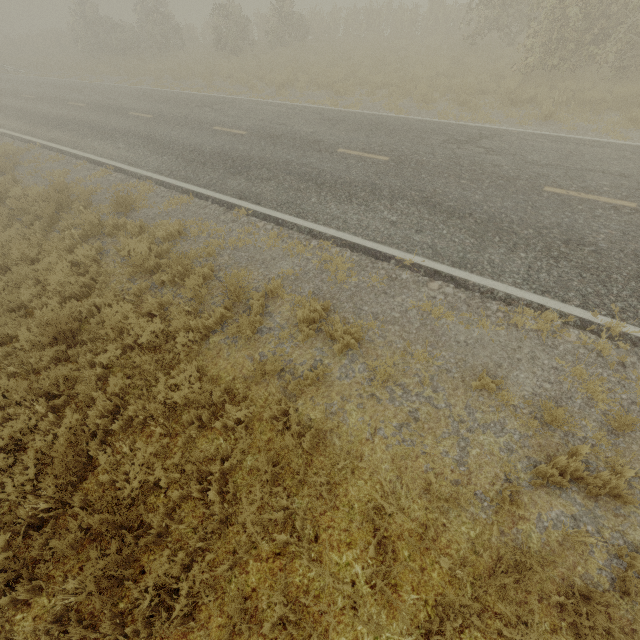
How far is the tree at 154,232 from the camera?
8.05m

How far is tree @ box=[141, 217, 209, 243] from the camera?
8.0 meters

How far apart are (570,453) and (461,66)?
17.1m
